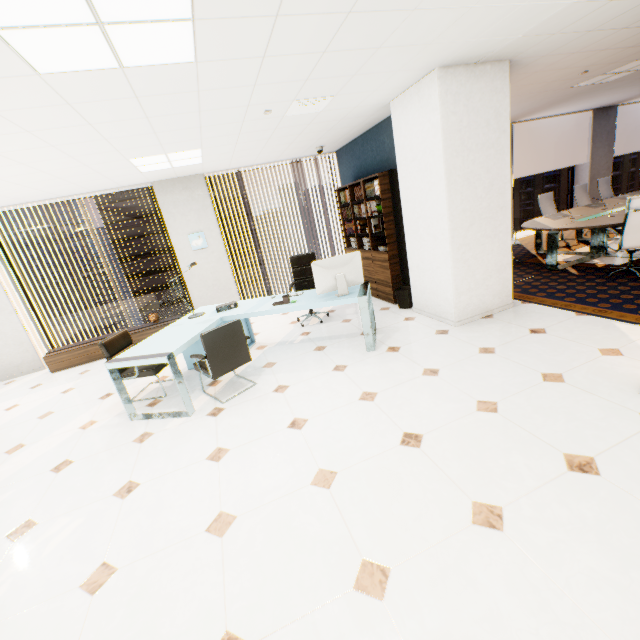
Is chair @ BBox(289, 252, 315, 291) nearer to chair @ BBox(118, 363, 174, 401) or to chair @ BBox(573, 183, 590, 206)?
chair @ BBox(118, 363, 174, 401)

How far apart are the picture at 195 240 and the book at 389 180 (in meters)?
2.93

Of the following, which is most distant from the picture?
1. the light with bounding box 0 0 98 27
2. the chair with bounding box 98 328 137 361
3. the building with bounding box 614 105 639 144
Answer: the building with bounding box 614 105 639 144

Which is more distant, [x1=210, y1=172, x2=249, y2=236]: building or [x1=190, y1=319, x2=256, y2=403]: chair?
[x1=210, y1=172, x2=249, y2=236]: building

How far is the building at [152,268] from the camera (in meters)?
53.47

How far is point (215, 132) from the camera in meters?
4.0

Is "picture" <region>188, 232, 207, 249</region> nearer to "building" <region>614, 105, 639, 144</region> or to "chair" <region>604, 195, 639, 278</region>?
"chair" <region>604, 195, 639, 278</region>

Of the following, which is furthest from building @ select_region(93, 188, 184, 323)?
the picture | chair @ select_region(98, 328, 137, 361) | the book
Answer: chair @ select_region(98, 328, 137, 361)
